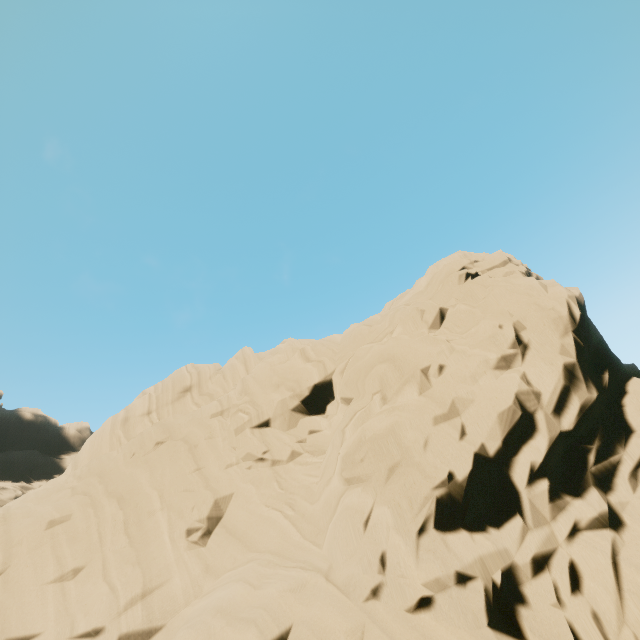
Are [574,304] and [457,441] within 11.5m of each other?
yes
